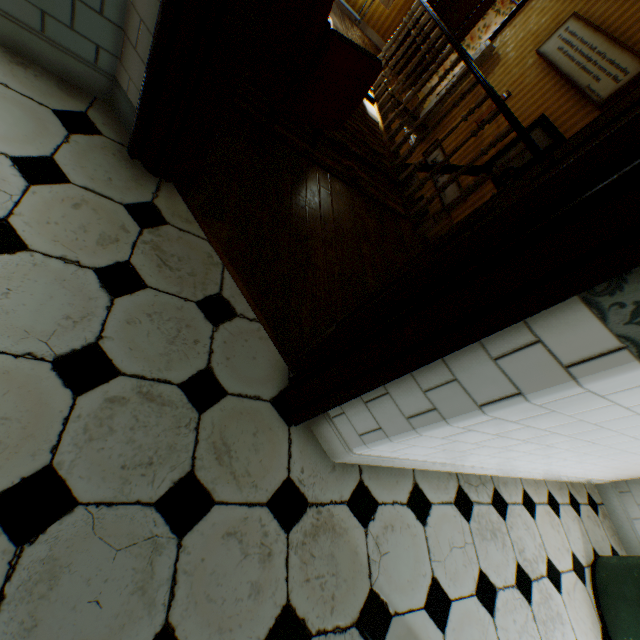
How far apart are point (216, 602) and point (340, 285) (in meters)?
1.75

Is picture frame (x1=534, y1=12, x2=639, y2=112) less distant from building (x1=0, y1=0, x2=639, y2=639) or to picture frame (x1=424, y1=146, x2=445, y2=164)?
building (x1=0, y1=0, x2=639, y2=639)

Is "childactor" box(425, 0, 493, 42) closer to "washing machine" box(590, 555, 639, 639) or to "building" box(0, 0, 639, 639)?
"building" box(0, 0, 639, 639)

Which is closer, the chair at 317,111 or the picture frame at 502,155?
the chair at 317,111

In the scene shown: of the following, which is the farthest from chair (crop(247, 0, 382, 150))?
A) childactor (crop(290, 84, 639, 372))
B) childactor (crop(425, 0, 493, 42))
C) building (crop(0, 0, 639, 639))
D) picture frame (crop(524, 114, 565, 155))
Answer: childactor (crop(425, 0, 493, 42))

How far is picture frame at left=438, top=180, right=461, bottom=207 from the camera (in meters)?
5.84

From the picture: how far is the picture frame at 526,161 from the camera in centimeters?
478cm
